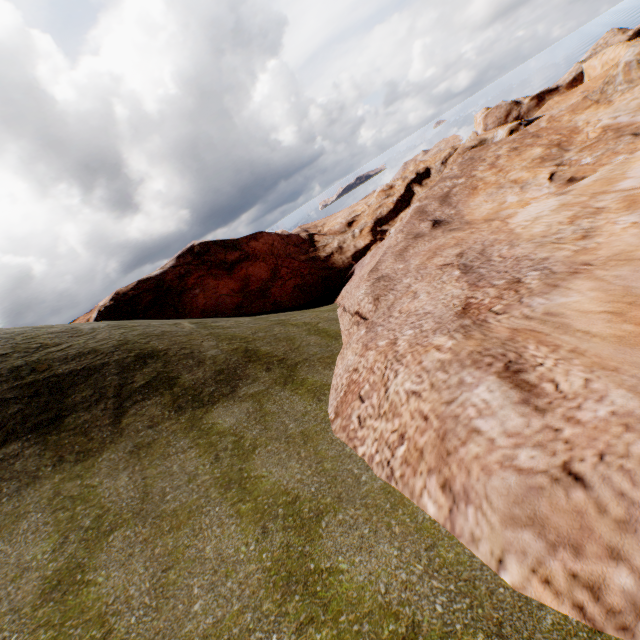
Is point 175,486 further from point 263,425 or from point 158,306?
point 158,306
